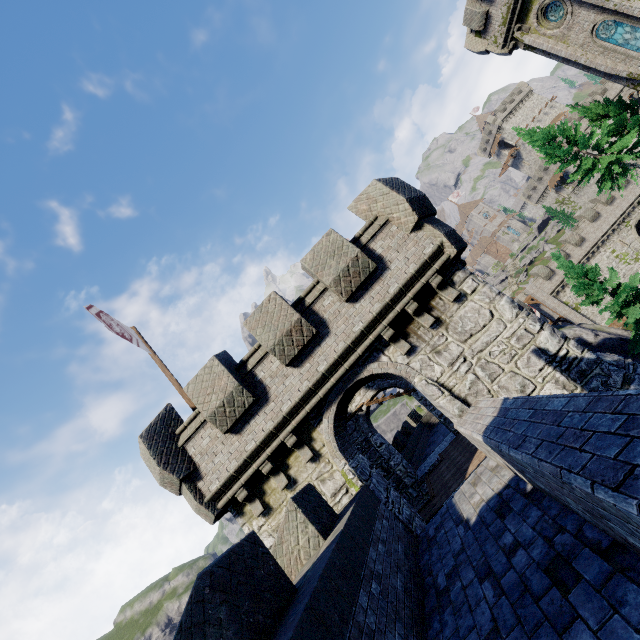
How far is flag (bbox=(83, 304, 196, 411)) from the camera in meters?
9.8 m

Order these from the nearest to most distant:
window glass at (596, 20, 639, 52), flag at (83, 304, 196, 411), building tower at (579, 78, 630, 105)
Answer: flag at (83, 304, 196, 411) < window glass at (596, 20, 639, 52) < building tower at (579, 78, 630, 105)

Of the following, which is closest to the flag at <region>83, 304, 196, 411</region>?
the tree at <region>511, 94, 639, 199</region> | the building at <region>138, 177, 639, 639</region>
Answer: the building at <region>138, 177, 639, 639</region>

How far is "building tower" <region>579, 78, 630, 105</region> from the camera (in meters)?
53.72

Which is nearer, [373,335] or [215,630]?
[215,630]

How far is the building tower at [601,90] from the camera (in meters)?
53.72

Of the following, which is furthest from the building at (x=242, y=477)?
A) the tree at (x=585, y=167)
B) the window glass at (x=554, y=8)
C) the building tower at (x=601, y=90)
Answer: the building tower at (x=601, y=90)

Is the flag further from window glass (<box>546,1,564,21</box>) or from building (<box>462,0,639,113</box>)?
window glass (<box>546,1,564,21</box>)
